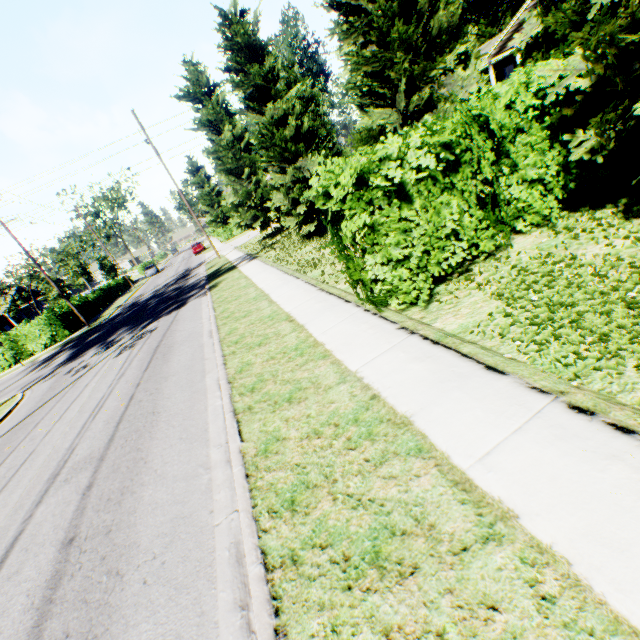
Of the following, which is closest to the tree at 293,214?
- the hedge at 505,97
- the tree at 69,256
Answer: the hedge at 505,97

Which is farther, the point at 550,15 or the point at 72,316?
the point at 72,316

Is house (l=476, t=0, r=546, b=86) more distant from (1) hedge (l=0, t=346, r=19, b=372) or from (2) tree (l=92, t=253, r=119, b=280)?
(2) tree (l=92, t=253, r=119, b=280)

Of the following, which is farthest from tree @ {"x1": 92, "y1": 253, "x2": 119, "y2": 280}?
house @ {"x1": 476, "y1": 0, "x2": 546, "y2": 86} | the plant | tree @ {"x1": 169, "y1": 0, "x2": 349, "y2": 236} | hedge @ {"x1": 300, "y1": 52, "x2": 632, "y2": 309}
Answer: the plant

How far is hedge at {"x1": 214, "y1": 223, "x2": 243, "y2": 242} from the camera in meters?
45.8 m

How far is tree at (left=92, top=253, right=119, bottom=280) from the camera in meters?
53.8 m

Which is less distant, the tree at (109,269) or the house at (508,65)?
the house at (508,65)

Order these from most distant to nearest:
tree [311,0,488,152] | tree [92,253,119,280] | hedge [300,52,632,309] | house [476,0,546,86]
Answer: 1. tree [92,253,119,280]
2. house [476,0,546,86]
3. tree [311,0,488,152]
4. hedge [300,52,632,309]
